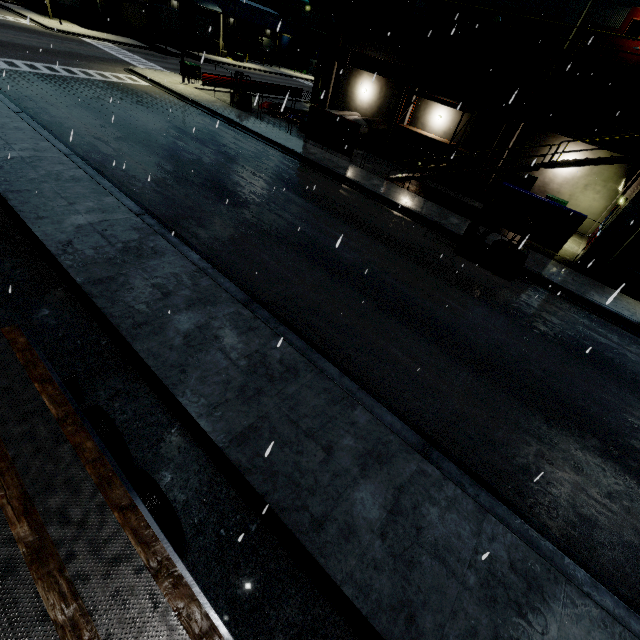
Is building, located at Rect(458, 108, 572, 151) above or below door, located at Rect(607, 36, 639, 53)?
below

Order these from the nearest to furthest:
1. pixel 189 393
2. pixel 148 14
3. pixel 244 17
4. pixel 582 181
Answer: pixel 189 393, pixel 582 181, pixel 148 14, pixel 244 17

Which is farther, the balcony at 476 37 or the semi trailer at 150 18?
the semi trailer at 150 18

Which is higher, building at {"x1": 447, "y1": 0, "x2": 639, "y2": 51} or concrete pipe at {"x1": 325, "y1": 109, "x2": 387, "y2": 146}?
building at {"x1": 447, "y1": 0, "x2": 639, "y2": 51}

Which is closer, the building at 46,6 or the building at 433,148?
the building at 433,148

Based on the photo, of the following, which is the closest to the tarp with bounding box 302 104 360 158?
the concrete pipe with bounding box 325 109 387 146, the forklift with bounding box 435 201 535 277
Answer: the forklift with bounding box 435 201 535 277

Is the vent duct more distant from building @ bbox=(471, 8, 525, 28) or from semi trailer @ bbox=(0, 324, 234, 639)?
semi trailer @ bbox=(0, 324, 234, 639)

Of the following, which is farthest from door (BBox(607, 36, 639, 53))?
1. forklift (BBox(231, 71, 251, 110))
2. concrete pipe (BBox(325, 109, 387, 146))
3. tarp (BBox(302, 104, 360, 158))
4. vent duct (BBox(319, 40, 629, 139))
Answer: forklift (BBox(231, 71, 251, 110))
